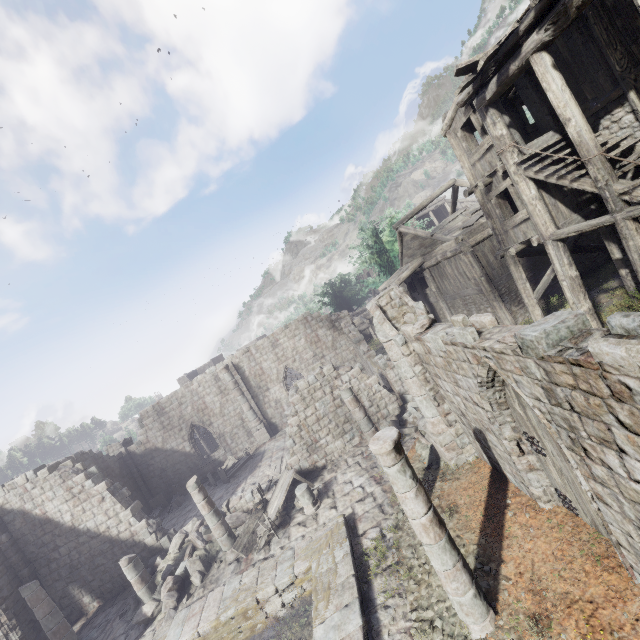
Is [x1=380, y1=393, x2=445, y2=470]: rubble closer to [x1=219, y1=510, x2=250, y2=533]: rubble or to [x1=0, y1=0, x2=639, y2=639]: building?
[x1=0, y1=0, x2=639, y2=639]: building

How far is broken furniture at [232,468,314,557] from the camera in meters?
11.9 m

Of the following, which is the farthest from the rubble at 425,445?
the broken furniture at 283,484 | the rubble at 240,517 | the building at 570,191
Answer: the rubble at 240,517

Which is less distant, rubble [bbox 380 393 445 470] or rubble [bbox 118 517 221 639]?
rubble [bbox 380 393 445 470]

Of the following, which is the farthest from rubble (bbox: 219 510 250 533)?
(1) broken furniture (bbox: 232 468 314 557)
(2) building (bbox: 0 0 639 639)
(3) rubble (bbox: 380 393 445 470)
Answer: (3) rubble (bbox: 380 393 445 470)

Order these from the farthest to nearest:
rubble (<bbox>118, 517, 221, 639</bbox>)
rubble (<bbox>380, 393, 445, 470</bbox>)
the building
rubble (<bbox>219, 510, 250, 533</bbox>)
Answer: rubble (<bbox>219, 510, 250, 533</bbox>)
rubble (<bbox>118, 517, 221, 639</bbox>)
rubble (<bbox>380, 393, 445, 470</bbox>)
the building

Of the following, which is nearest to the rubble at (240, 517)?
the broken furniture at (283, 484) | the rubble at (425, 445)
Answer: the broken furniture at (283, 484)

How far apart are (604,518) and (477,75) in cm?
1148
